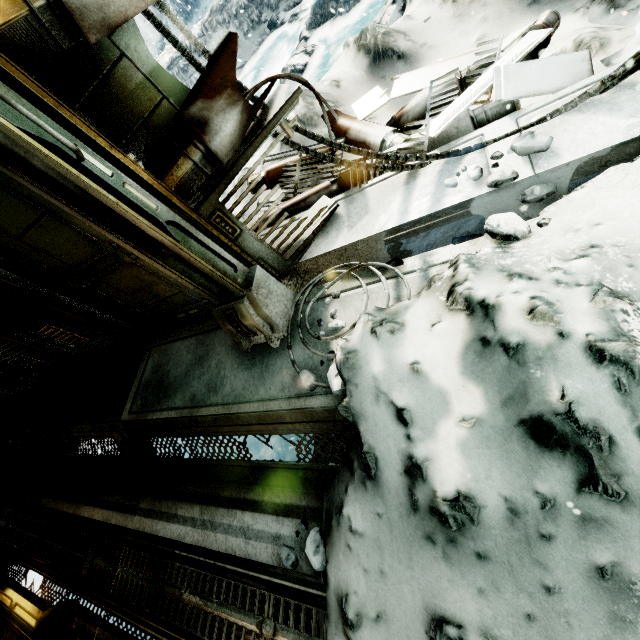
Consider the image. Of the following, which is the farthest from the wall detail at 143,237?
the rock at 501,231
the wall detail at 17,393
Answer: the wall detail at 17,393

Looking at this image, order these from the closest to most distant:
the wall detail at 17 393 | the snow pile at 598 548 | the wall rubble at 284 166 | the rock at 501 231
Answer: the snow pile at 598 548 < the rock at 501 231 < the wall rubble at 284 166 < the wall detail at 17 393

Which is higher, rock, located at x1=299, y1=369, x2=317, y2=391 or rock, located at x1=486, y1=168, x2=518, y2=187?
rock, located at x1=299, y1=369, x2=317, y2=391

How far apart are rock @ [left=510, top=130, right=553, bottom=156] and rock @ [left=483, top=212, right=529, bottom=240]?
0.26m

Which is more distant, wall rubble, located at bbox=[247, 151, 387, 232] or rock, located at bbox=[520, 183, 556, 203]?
wall rubble, located at bbox=[247, 151, 387, 232]

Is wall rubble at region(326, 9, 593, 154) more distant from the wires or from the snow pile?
the snow pile

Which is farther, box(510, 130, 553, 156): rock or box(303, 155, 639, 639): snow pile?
box(510, 130, 553, 156): rock

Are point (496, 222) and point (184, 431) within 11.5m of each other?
yes
